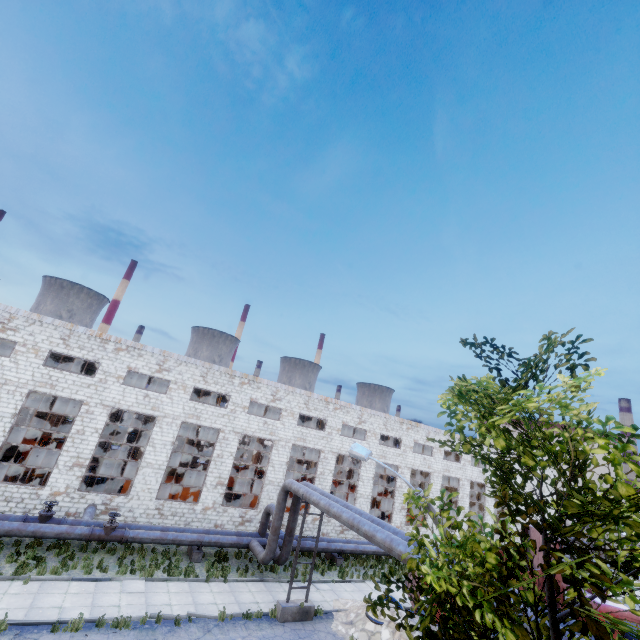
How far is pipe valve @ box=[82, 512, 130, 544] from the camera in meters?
16.1

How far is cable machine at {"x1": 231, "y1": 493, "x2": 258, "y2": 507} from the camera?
26.5m

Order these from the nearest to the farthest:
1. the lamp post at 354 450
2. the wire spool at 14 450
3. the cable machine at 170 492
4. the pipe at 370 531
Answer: the lamp post at 354 450 → the pipe at 370 531 → the cable machine at 170 492 → the wire spool at 14 450

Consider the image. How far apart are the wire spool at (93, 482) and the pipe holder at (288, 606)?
15.88m

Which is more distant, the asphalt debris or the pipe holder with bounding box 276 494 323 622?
the pipe holder with bounding box 276 494 323 622

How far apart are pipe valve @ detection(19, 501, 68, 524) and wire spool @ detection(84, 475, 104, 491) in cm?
633

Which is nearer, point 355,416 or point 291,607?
point 291,607

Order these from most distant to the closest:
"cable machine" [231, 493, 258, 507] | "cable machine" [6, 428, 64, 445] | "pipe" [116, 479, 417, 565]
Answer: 1. "cable machine" [6, 428, 64, 445]
2. "cable machine" [231, 493, 258, 507]
3. "pipe" [116, 479, 417, 565]
